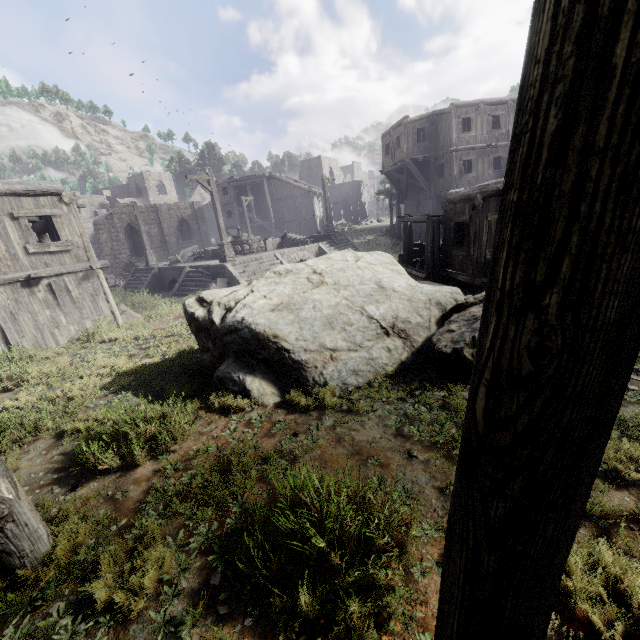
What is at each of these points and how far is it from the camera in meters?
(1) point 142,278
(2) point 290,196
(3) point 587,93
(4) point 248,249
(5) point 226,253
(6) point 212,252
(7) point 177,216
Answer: (1) stairs, 22.9
(2) building, 40.8
(3) building, 0.7
(4) fountain, 22.5
(5) wooden lamp post, 18.0
(6) fountain, 22.6
(7) building, 41.4

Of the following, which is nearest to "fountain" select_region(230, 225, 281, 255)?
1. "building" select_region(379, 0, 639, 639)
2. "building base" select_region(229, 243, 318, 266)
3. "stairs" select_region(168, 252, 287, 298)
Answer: "building base" select_region(229, 243, 318, 266)

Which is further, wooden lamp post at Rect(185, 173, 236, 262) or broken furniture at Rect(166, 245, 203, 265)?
broken furniture at Rect(166, 245, 203, 265)

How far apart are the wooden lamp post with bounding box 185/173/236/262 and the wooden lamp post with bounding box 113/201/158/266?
9.08m

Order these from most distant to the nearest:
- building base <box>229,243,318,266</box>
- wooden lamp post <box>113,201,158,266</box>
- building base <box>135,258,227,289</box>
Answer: wooden lamp post <box>113,201,158,266</box> → building base <box>229,243,318,266</box> → building base <box>135,258,227,289</box>

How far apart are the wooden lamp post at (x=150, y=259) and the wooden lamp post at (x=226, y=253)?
9.1 meters

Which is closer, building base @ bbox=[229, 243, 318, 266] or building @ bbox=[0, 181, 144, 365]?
building @ bbox=[0, 181, 144, 365]

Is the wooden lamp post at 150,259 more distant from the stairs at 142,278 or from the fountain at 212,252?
the fountain at 212,252
